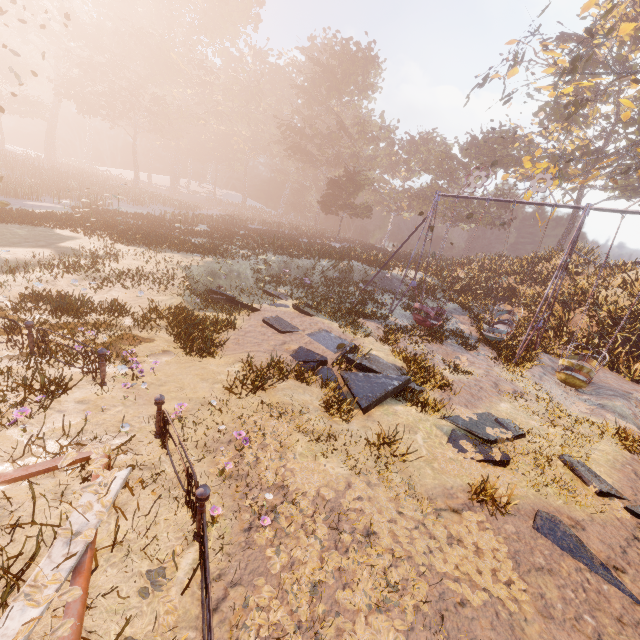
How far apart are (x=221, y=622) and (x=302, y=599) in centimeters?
79cm

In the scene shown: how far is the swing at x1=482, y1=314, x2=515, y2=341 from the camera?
14.41m

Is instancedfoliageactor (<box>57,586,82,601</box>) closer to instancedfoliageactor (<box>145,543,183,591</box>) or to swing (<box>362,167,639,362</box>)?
instancedfoliageactor (<box>145,543,183,591</box>)

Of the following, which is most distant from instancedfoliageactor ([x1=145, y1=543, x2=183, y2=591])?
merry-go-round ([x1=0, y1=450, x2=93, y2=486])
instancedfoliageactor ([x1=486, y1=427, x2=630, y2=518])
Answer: instancedfoliageactor ([x1=486, y1=427, x2=630, y2=518])

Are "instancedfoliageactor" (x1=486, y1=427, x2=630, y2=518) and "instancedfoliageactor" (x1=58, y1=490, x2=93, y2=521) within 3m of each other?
no

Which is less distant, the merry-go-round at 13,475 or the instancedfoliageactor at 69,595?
the instancedfoliageactor at 69,595

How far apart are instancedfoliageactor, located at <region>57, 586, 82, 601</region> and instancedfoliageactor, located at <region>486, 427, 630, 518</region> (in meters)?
7.46

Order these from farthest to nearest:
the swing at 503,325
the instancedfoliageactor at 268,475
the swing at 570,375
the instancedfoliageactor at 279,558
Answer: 1. the swing at 503,325
2. the swing at 570,375
3. the instancedfoliageactor at 268,475
4. the instancedfoliageactor at 279,558
